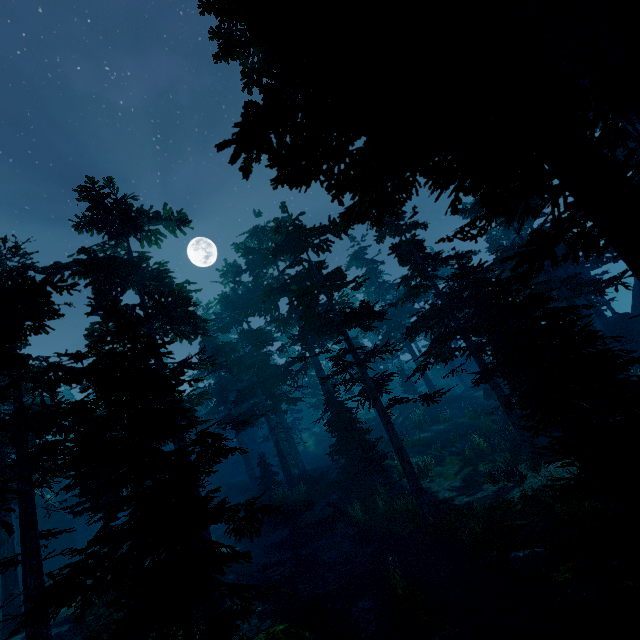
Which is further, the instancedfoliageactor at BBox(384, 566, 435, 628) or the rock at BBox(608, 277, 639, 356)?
the rock at BBox(608, 277, 639, 356)

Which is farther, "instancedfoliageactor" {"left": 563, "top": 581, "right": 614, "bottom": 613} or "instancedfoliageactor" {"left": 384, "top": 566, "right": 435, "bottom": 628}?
"instancedfoliageactor" {"left": 384, "top": 566, "right": 435, "bottom": 628}

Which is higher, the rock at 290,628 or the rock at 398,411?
the rock at 398,411

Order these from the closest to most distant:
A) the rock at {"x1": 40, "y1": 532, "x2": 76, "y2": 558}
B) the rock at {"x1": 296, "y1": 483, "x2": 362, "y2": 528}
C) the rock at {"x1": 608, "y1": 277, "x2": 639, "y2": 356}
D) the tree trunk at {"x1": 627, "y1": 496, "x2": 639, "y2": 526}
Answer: the tree trunk at {"x1": 627, "y1": 496, "x2": 639, "y2": 526} → the rock at {"x1": 296, "y1": 483, "x2": 362, "y2": 528} → the rock at {"x1": 608, "y1": 277, "x2": 639, "y2": 356} → the rock at {"x1": 40, "y1": 532, "x2": 76, "y2": 558}

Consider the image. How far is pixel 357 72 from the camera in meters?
3.3

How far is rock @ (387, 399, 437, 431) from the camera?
31.4 meters

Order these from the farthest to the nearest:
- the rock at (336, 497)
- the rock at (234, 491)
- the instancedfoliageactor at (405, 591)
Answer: the rock at (234, 491) < the rock at (336, 497) < the instancedfoliageactor at (405, 591)

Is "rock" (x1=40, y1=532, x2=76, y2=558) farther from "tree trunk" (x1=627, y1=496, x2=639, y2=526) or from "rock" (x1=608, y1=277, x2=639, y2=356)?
"rock" (x1=608, y1=277, x2=639, y2=356)
